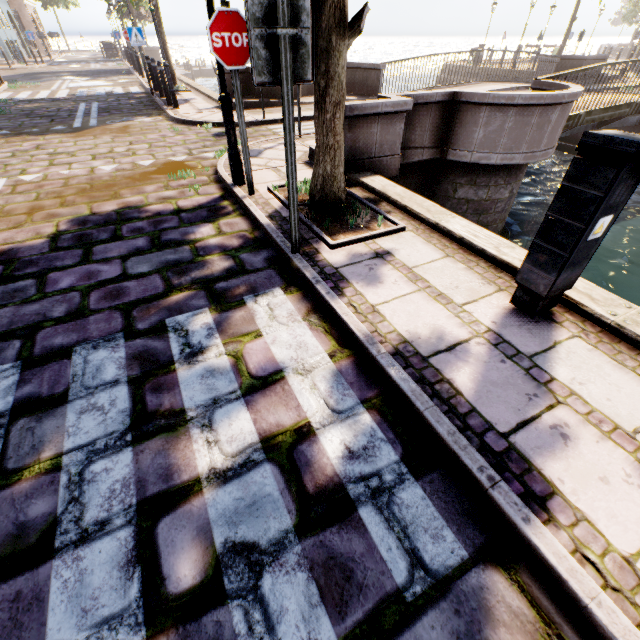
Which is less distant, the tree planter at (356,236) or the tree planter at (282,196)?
the tree planter at (356,236)

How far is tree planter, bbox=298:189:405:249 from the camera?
3.54m

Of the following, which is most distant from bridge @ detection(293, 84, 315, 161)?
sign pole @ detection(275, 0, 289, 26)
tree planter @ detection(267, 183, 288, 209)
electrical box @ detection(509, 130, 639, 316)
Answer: electrical box @ detection(509, 130, 639, 316)

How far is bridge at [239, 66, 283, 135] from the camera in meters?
8.7

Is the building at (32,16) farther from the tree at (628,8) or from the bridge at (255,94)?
the tree at (628,8)

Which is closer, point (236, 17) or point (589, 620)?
point (589, 620)

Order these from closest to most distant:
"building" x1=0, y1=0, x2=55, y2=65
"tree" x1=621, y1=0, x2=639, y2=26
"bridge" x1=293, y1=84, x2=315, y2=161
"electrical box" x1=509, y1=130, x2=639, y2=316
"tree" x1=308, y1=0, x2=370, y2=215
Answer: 1. "electrical box" x1=509, y1=130, x2=639, y2=316
2. "tree" x1=308, y1=0, x2=370, y2=215
3. "bridge" x1=293, y1=84, x2=315, y2=161
4. "building" x1=0, y1=0, x2=55, y2=65
5. "tree" x1=621, y1=0, x2=639, y2=26

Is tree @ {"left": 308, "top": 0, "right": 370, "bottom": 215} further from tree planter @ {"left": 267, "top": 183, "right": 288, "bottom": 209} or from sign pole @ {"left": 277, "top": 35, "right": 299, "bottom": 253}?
sign pole @ {"left": 277, "top": 35, "right": 299, "bottom": 253}
